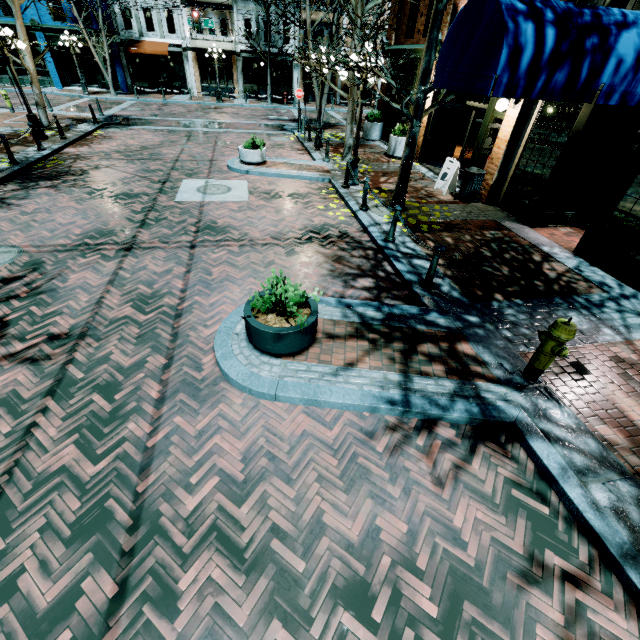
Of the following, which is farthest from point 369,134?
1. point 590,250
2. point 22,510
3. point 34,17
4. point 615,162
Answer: point 34,17

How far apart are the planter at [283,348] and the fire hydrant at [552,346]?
2.92m

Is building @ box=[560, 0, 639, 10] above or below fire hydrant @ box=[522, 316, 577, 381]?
above

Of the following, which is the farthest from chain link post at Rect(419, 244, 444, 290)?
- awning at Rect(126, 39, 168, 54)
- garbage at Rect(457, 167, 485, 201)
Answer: awning at Rect(126, 39, 168, 54)

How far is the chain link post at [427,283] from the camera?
5.6 meters

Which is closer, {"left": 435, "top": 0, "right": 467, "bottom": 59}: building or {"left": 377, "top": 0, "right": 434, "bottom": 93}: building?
{"left": 435, "top": 0, "right": 467, "bottom": 59}: building

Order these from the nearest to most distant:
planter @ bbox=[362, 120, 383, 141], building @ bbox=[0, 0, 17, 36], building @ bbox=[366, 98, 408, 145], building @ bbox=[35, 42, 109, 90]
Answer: building @ bbox=[366, 98, 408, 145], planter @ bbox=[362, 120, 383, 141], building @ bbox=[0, 0, 17, 36], building @ bbox=[35, 42, 109, 90]

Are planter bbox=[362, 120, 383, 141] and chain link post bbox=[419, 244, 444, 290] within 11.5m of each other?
no
